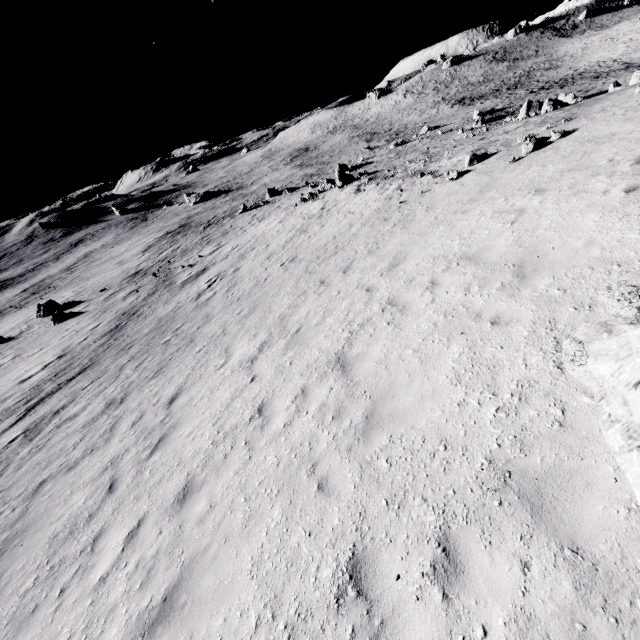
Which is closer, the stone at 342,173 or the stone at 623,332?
the stone at 623,332

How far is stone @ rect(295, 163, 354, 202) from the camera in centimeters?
2934cm

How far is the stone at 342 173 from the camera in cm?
2934

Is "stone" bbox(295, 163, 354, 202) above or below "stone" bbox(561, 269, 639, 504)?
below

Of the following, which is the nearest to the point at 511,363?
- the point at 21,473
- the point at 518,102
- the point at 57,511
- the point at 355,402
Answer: the point at 355,402

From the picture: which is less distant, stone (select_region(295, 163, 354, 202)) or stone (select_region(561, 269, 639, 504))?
stone (select_region(561, 269, 639, 504))
